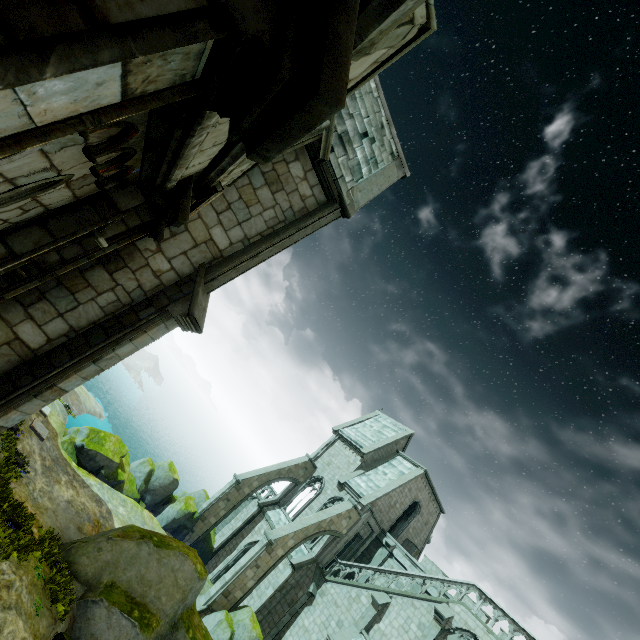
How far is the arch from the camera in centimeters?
397cm

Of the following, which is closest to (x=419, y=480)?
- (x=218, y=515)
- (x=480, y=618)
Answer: (x=480, y=618)

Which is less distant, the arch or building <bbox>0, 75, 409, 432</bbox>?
the arch

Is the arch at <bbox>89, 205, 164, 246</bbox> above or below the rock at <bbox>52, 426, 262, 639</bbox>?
above

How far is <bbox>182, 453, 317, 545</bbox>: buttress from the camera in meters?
25.7 m

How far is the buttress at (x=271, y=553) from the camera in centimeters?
1964cm

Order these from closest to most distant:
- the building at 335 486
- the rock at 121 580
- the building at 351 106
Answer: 1. the building at 351 106
2. the rock at 121 580
3. the building at 335 486

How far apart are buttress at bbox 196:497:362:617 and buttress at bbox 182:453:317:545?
5.88m
